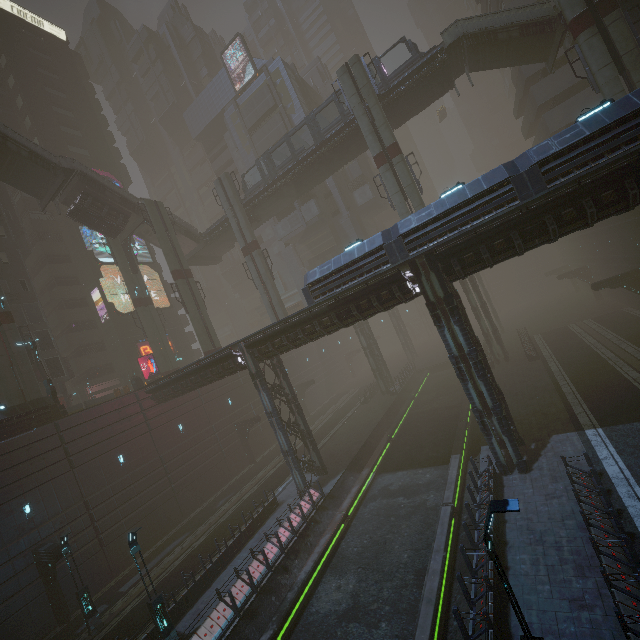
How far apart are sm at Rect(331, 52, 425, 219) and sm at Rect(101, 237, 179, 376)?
28.2 meters

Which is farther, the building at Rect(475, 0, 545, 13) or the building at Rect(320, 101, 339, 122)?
the building at Rect(320, 101, 339, 122)

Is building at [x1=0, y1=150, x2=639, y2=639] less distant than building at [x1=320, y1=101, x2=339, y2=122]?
Yes

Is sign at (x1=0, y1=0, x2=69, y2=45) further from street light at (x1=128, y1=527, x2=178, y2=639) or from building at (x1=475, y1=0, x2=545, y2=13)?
street light at (x1=128, y1=527, x2=178, y2=639)

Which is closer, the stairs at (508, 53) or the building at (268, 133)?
the stairs at (508, 53)

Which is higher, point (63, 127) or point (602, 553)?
point (63, 127)

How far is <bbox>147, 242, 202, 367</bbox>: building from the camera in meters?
45.2 m

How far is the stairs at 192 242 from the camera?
37.4m
